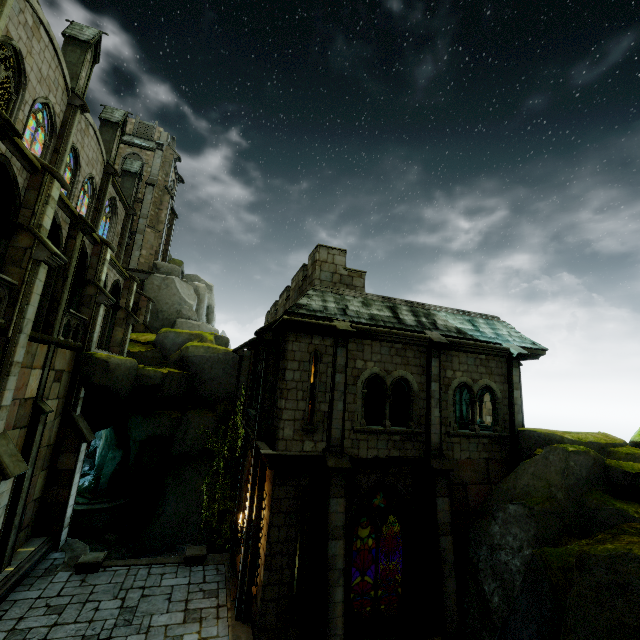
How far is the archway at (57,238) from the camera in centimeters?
1261cm

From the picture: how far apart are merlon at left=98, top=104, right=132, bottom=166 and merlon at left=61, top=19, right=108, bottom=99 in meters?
4.6

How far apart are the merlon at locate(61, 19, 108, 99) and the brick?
24.3 meters

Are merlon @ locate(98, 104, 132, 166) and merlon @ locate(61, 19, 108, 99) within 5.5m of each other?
yes

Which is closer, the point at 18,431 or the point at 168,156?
the point at 18,431

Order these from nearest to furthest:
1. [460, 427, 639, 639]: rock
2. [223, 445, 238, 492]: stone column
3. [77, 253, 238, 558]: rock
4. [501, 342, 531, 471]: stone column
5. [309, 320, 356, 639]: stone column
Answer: [460, 427, 639, 639]: rock, [309, 320, 356, 639]: stone column, [501, 342, 531, 471]: stone column, [77, 253, 238, 558]: rock, [223, 445, 238, 492]: stone column

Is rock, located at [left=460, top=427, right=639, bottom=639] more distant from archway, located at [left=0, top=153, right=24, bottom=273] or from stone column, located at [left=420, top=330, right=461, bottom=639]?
archway, located at [left=0, top=153, right=24, bottom=273]

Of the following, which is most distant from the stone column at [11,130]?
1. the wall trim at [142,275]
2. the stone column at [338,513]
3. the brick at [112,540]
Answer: the wall trim at [142,275]
